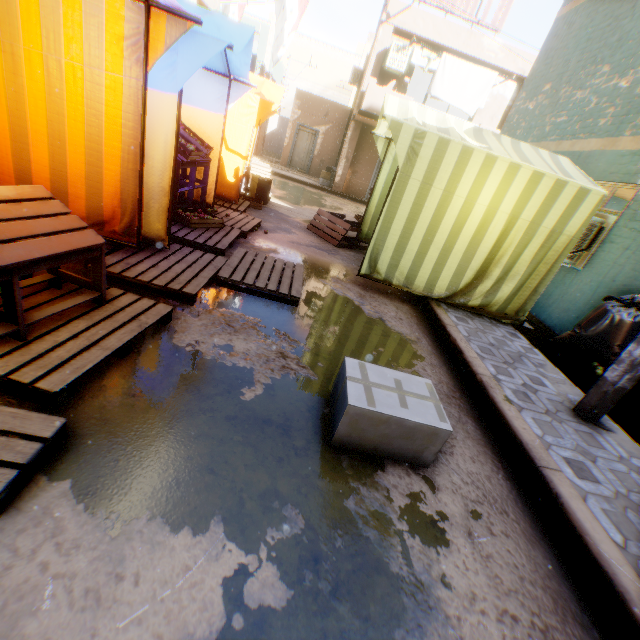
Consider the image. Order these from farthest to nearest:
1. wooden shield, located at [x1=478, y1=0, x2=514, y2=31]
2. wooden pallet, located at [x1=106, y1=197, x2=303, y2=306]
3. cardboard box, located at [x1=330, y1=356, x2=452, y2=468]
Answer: wooden shield, located at [x1=478, y1=0, x2=514, y2=31], wooden pallet, located at [x1=106, y1=197, x2=303, y2=306], cardboard box, located at [x1=330, y1=356, x2=452, y2=468]

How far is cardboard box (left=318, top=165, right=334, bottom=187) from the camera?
16.66m

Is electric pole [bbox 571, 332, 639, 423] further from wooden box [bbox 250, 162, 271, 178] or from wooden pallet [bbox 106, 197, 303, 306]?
wooden box [bbox 250, 162, 271, 178]

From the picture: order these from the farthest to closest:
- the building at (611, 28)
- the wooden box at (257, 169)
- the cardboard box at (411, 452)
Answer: the wooden box at (257, 169), the building at (611, 28), the cardboard box at (411, 452)

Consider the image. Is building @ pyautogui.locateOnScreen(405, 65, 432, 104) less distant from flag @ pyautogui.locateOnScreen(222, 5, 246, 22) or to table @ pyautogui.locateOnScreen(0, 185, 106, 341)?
flag @ pyautogui.locateOnScreen(222, 5, 246, 22)

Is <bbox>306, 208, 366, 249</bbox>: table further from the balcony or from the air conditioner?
the air conditioner

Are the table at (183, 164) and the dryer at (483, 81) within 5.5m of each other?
yes

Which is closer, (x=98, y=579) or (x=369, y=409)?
(x=98, y=579)
